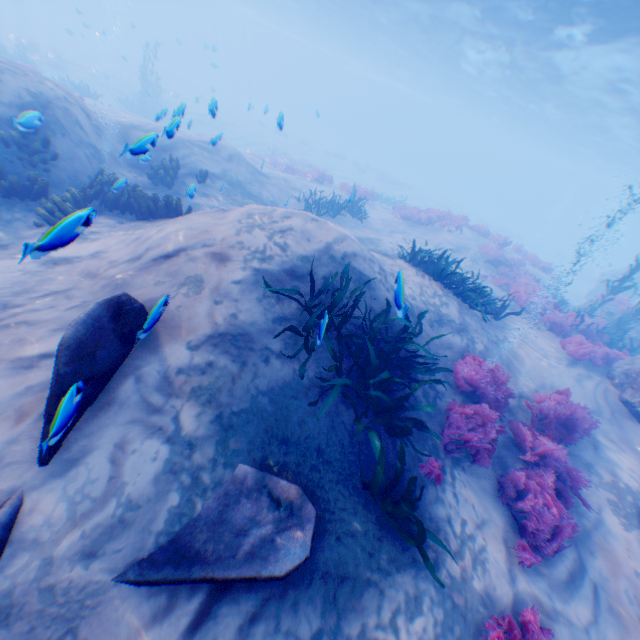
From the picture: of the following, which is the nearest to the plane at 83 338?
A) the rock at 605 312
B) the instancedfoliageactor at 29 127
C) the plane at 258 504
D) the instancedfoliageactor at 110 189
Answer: the plane at 258 504

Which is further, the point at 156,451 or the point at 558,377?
the point at 558,377

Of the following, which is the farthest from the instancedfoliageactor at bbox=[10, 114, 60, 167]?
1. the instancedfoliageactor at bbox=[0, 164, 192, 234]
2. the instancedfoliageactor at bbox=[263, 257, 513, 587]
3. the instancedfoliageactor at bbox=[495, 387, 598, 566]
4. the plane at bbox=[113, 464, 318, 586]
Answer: the instancedfoliageactor at bbox=[495, 387, 598, 566]

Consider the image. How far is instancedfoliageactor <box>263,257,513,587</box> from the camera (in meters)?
3.81

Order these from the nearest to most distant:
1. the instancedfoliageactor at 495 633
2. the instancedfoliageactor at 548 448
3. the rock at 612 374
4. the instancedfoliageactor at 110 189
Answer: the instancedfoliageactor at 495 633 → the instancedfoliageactor at 548 448 → the instancedfoliageactor at 110 189 → the rock at 612 374

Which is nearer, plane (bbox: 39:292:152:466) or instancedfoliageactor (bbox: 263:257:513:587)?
plane (bbox: 39:292:152:466)

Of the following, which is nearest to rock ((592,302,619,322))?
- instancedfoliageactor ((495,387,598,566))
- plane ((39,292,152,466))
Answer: instancedfoliageactor ((495,387,598,566))

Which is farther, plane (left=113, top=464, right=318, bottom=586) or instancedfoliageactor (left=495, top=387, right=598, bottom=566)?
instancedfoliageactor (left=495, top=387, right=598, bottom=566)
